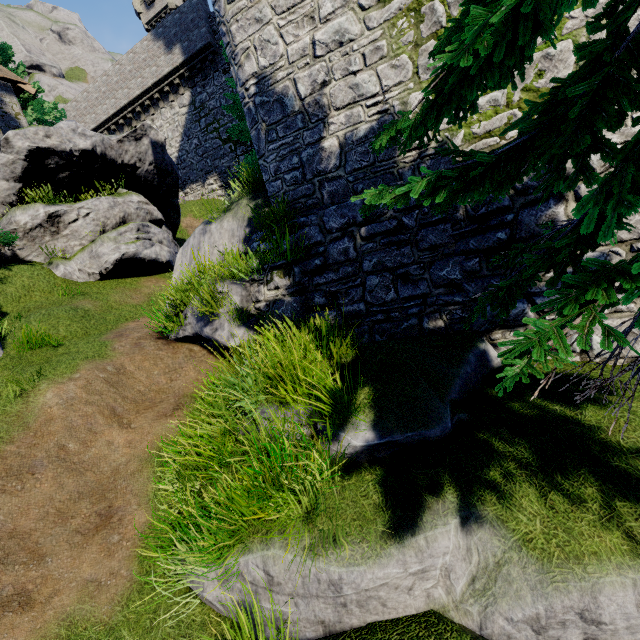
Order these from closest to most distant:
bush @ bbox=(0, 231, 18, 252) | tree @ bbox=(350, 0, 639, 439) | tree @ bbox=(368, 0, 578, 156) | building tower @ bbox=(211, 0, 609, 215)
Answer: tree @ bbox=(350, 0, 639, 439)
tree @ bbox=(368, 0, 578, 156)
building tower @ bbox=(211, 0, 609, 215)
bush @ bbox=(0, 231, 18, 252)

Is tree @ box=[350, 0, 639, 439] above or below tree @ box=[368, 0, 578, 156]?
below

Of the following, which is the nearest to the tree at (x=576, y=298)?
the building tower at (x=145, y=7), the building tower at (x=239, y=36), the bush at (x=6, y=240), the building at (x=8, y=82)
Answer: the building tower at (x=239, y=36)

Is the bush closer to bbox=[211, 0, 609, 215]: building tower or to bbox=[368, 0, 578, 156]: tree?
bbox=[211, 0, 609, 215]: building tower

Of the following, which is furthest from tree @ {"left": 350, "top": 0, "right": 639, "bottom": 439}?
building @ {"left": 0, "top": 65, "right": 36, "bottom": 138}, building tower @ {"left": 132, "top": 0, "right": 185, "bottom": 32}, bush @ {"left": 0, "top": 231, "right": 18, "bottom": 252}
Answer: building tower @ {"left": 132, "top": 0, "right": 185, "bottom": 32}

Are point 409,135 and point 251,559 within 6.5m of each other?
yes

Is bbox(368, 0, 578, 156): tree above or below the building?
below

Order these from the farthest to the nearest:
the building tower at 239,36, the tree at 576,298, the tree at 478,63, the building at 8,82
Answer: the building at 8,82
the building tower at 239,36
the tree at 478,63
the tree at 576,298
